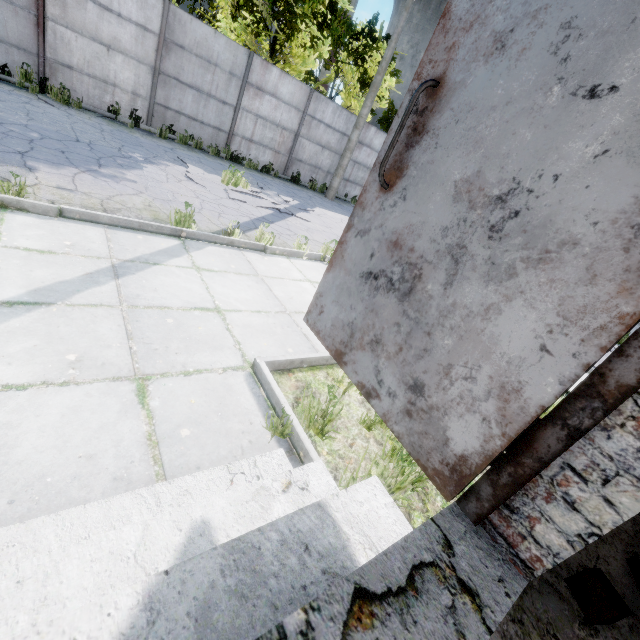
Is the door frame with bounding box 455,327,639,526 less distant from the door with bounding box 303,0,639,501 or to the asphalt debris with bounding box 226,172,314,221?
the door with bounding box 303,0,639,501

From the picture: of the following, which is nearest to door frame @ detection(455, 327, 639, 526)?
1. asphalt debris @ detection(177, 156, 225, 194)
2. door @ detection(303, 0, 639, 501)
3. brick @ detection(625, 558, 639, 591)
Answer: door @ detection(303, 0, 639, 501)

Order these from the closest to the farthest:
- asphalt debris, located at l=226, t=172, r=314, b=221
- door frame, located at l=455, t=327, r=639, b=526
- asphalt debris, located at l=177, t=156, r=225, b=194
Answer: door frame, located at l=455, t=327, r=639, b=526 < asphalt debris, located at l=177, t=156, r=225, b=194 < asphalt debris, located at l=226, t=172, r=314, b=221

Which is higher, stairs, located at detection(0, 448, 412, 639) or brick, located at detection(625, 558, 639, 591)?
brick, located at detection(625, 558, 639, 591)

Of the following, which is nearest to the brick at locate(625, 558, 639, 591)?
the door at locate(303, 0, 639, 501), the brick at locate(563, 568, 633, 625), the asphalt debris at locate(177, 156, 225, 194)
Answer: the brick at locate(563, 568, 633, 625)

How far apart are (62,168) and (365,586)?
7.32m

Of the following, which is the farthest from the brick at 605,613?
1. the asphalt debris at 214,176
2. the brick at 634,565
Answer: the asphalt debris at 214,176

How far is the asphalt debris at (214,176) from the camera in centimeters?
826cm
